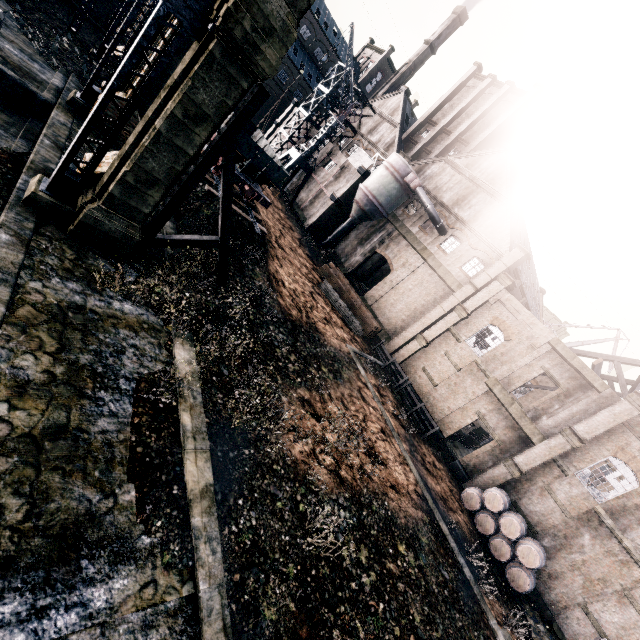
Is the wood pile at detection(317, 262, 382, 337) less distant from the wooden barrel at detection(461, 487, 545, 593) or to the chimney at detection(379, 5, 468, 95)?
the wooden barrel at detection(461, 487, 545, 593)

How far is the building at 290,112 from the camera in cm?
4434

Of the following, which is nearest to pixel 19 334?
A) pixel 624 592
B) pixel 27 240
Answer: pixel 27 240

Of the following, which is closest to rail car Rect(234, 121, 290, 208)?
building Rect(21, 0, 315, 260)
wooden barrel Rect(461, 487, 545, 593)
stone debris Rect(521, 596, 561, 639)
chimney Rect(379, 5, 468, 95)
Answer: building Rect(21, 0, 315, 260)

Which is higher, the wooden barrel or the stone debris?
the wooden barrel

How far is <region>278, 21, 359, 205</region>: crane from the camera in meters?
36.6 m

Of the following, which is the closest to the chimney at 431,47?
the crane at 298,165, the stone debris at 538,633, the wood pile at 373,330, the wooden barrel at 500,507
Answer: the crane at 298,165

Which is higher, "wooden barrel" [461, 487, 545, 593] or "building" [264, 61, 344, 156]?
"building" [264, 61, 344, 156]
